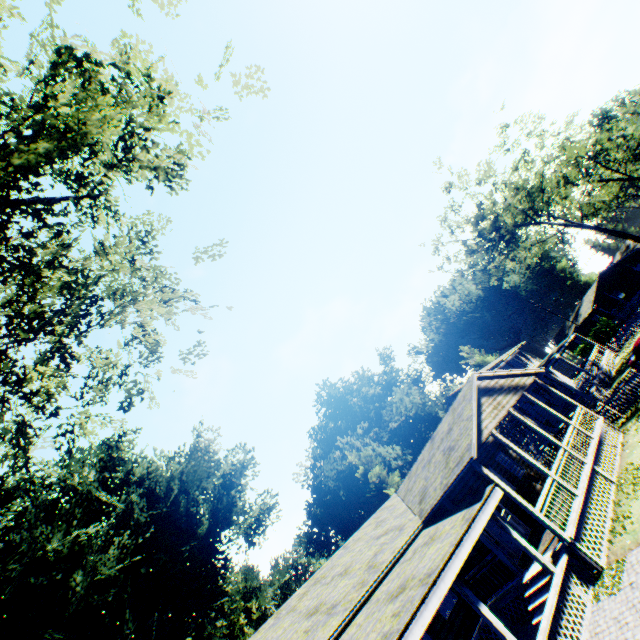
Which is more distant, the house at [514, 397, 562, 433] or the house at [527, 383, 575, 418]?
the house at [527, 383, 575, 418]

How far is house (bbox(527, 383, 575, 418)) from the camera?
29.1m

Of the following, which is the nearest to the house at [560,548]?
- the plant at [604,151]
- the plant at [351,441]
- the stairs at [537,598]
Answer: the stairs at [537,598]

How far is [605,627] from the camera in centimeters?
802cm

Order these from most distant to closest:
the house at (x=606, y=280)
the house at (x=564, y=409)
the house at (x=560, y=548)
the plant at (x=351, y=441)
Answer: the house at (x=606, y=280), the plant at (x=351, y=441), the house at (x=564, y=409), the house at (x=560, y=548)

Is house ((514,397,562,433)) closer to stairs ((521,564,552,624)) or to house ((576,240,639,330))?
stairs ((521,564,552,624))

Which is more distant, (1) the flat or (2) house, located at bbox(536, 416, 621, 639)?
(1) the flat

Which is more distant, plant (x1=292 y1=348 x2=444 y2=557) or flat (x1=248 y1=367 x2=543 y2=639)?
plant (x1=292 y1=348 x2=444 y2=557)
